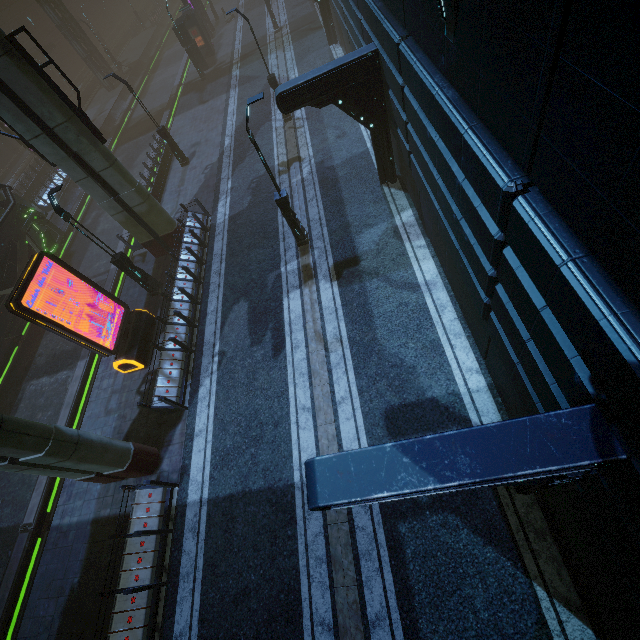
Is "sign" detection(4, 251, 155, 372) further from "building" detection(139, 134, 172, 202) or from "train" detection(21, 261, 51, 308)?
"train" detection(21, 261, 51, 308)

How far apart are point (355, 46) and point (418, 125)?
11.1 meters

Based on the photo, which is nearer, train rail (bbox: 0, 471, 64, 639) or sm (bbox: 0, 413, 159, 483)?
sm (bbox: 0, 413, 159, 483)

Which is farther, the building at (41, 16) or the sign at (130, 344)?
the building at (41, 16)

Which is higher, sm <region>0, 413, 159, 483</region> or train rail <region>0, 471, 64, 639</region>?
sm <region>0, 413, 159, 483</region>

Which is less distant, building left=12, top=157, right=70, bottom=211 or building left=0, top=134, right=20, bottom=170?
building left=12, top=157, right=70, bottom=211

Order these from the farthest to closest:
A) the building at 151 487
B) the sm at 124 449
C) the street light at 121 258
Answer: the street light at 121 258 → the building at 151 487 → the sm at 124 449
